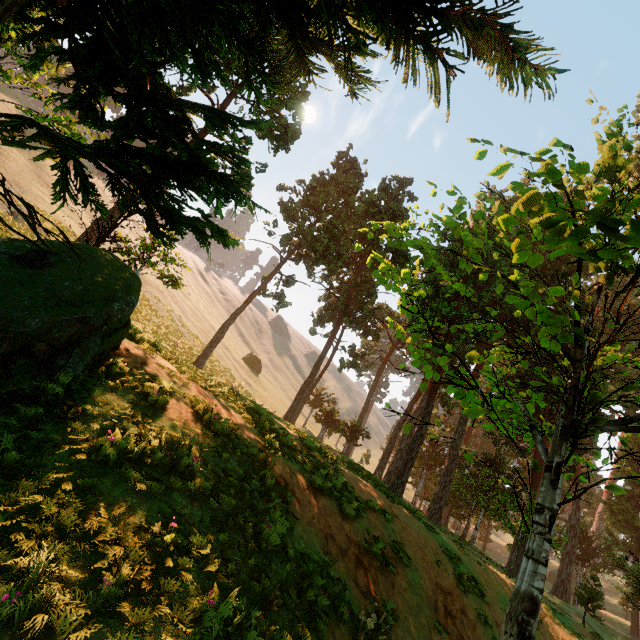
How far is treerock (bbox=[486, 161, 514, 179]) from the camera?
3.30m

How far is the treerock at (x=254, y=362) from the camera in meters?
53.9

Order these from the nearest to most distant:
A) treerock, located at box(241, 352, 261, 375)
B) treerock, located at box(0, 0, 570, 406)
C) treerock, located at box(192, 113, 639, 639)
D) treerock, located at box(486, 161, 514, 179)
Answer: treerock, located at box(0, 0, 570, 406)
treerock, located at box(486, 161, 514, 179)
treerock, located at box(192, 113, 639, 639)
treerock, located at box(241, 352, 261, 375)

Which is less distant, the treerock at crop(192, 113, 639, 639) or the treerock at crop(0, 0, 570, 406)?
the treerock at crop(0, 0, 570, 406)

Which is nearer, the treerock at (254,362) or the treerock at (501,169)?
the treerock at (501,169)

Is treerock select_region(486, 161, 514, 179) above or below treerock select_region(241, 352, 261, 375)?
below

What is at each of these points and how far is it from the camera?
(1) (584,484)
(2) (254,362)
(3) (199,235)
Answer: (1) treerock, 59.62m
(2) treerock, 53.91m
(3) treerock, 5.07m
